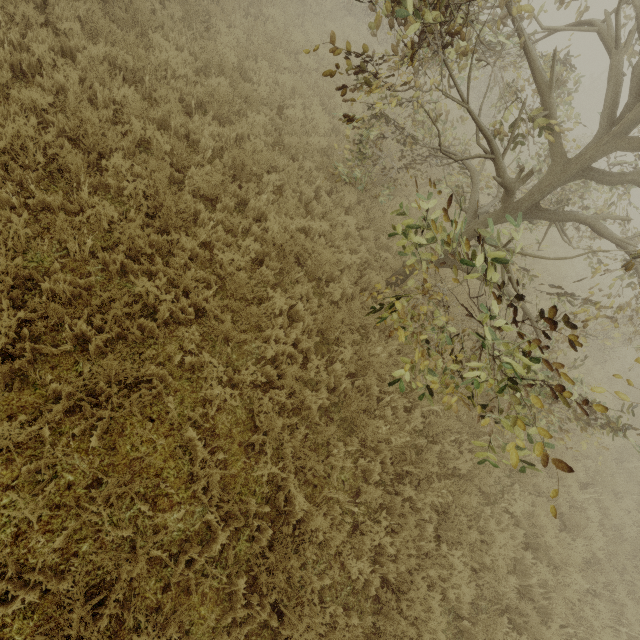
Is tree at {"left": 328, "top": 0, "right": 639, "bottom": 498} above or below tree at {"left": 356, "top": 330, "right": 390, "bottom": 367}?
above

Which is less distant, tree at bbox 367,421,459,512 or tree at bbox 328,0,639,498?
tree at bbox 328,0,639,498

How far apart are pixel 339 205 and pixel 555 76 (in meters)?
4.51

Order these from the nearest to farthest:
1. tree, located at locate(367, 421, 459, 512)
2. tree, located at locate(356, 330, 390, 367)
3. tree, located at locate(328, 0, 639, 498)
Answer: tree, located at locate(328, 0, 639, 498) → tree, located at locate(367, 421, 459, 512) → tree, located at locate(356, 330, 390, 367)

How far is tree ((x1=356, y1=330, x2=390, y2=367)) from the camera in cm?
561

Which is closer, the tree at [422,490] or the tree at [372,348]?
the tree at [422,490]

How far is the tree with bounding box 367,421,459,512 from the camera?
5.04m

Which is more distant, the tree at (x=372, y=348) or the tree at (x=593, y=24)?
the tree at (x=372, y=348)
